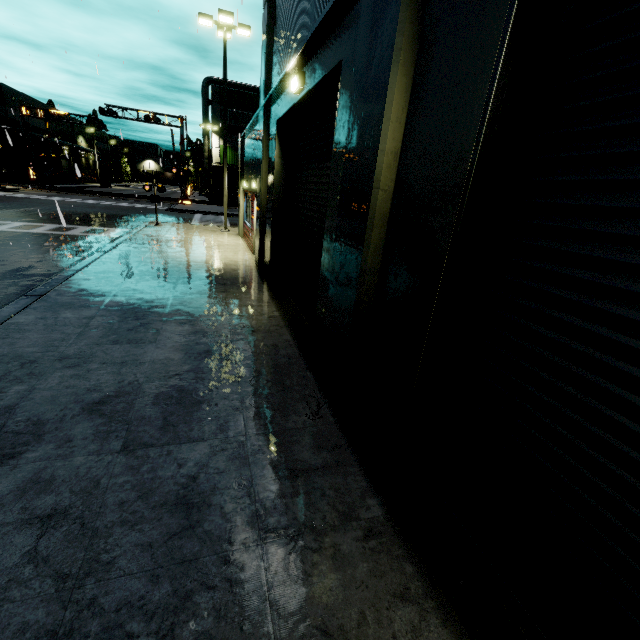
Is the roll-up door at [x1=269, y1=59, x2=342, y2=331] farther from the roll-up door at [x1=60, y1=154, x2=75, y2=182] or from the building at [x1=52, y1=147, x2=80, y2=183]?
the roll-up door at [x1=60, y1=154, x2=75, y2=182]

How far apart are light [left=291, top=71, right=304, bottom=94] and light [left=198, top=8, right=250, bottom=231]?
12.9m

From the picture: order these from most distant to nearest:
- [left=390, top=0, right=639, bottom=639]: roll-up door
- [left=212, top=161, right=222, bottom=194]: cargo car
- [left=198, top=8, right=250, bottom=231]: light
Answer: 1. [left=212, top=161, right=222, bottom=194]: cargo car
2. [left=198, top=8, right=250, bottom=231]: light
3. [left=390, top=0, right=639, bottom=639]: roll-up door

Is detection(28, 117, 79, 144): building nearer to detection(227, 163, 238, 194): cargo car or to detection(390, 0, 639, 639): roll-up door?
detection(390, 0, 639, 639): roll-up door

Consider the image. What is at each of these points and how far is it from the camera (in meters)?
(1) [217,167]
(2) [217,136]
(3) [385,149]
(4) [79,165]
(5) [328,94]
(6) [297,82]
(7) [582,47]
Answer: (1) cargo car, 42.56
(2) building, 45.47
(3) building, 3.06
(4) building, 59.44
(5) roll-up door, 5.97
(6) light, 6.14
(7) roll-up door, 1.89

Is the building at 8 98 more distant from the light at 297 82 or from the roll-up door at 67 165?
the light at 297 82

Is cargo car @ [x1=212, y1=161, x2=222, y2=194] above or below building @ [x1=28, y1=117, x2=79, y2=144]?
below

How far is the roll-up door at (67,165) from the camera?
53.7m
